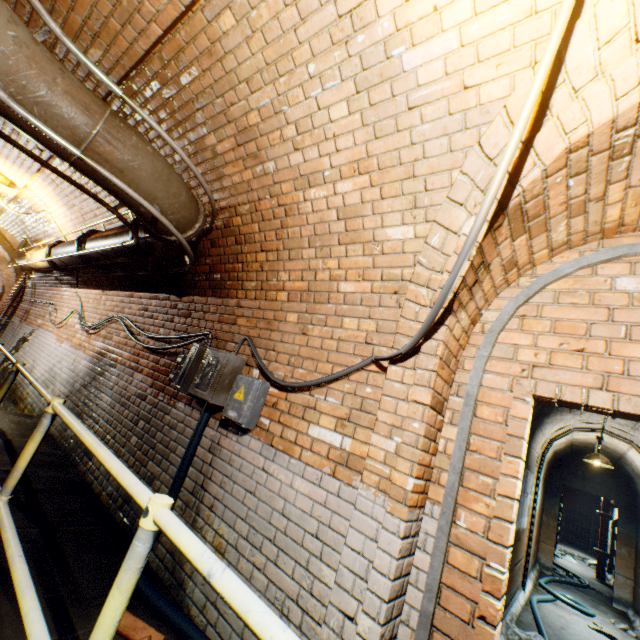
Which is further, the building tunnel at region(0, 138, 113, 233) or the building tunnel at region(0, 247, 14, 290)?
the building tunnel at region(0, 247, 14, 290)

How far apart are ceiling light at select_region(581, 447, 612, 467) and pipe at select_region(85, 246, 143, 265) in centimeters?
788cm

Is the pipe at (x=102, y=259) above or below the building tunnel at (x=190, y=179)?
below

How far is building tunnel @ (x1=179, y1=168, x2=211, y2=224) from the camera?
3.4 meters

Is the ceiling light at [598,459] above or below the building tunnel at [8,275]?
below

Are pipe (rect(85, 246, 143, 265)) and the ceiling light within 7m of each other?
no

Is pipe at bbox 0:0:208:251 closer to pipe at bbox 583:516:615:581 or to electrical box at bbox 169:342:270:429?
electrical box at bbox 169:342:270:429

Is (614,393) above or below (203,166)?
below
